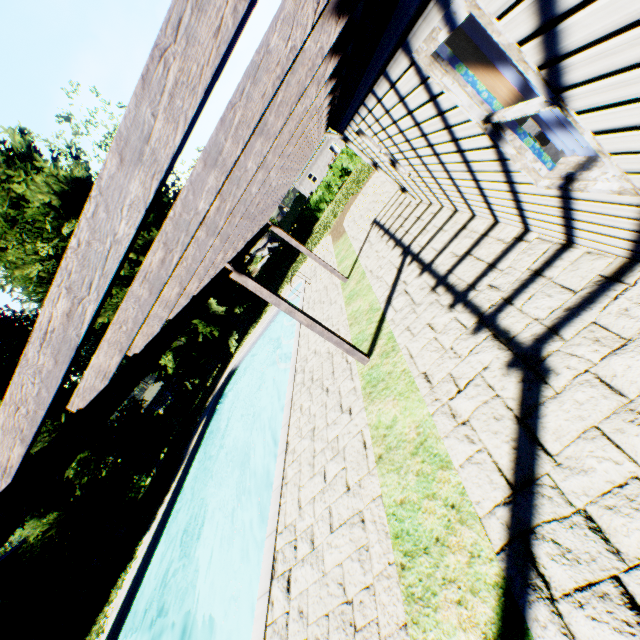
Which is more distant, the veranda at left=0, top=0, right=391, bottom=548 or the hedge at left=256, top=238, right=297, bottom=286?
the hedge at left=256, top=238, right=297, bottom=286

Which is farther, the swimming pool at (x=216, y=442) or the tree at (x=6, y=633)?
the tree at (x=6, y=633)

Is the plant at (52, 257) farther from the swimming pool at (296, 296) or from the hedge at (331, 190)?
the swimming pool at (296, 296)

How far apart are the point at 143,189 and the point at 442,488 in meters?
3.4 m

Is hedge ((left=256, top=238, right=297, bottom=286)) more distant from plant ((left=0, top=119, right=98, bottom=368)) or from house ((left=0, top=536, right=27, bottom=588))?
house ((left=0, top=536, right=27, bottom=588))

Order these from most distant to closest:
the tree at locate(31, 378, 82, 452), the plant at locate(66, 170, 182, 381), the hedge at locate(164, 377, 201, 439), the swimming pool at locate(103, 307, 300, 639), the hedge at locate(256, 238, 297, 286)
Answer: the hedge at locate(256, 238, 297, 286), the hedge at locate(164, 377, 201, 439), the plant at locate(66, 170, 182, 381), the tree at locate(31, 378, 82, 452), the swimming pool at locate(103, 307, 300, 639)

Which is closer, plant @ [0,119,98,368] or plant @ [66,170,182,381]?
plant @ [0,119,98,368]
